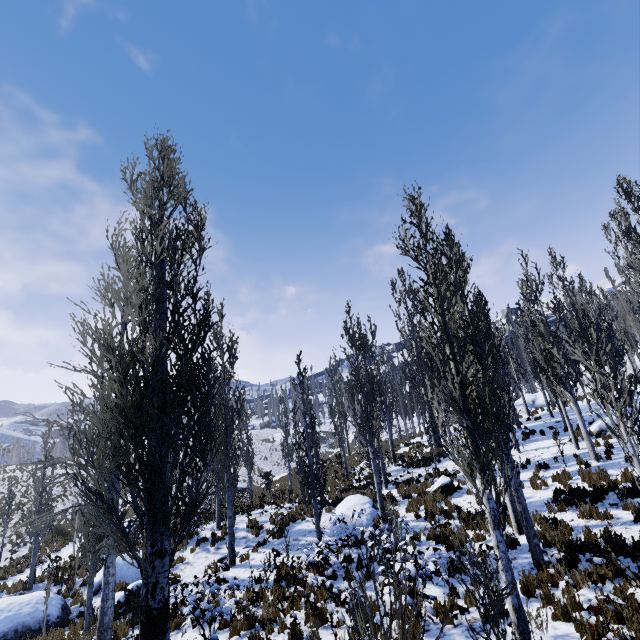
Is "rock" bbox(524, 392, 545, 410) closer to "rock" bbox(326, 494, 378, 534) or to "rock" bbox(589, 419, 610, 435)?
"rock" bbox(589, 419, 610, 435)

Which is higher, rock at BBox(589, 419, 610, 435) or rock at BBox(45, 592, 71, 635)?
rock at BBox(589, 419, 610, 435)

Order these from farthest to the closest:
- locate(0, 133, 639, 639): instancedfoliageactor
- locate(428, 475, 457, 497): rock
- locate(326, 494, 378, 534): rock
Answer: locate(428, 475, 457, 497): rock, locate(326, 494, 378, 534): rock, locate(0, 133, 639, 639): instancedfoliageactor

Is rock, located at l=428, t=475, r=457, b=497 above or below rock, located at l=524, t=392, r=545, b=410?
below

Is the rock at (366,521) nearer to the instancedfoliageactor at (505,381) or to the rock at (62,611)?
the instancedfoliageactor at (505,381)

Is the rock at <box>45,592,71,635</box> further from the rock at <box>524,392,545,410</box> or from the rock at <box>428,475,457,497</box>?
the rock at <box>524,392,545,410</box>

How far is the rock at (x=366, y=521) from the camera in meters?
14.7

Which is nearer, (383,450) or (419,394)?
(419,394)
